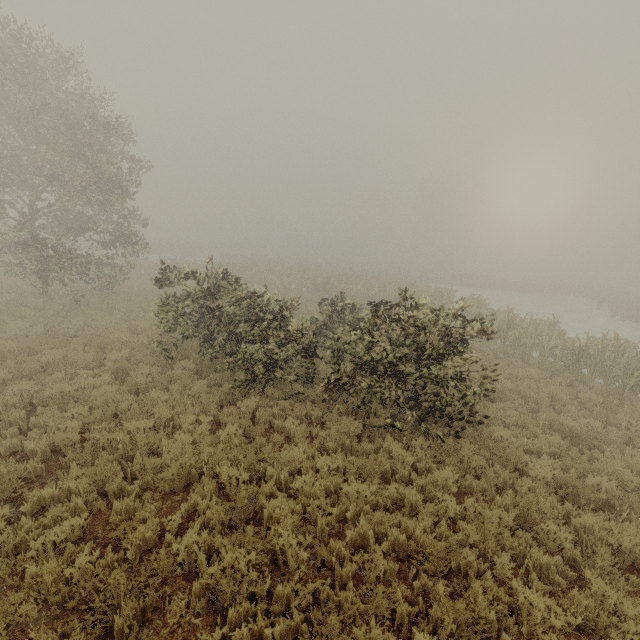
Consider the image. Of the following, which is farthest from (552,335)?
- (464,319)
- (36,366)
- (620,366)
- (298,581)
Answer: (36,366)
